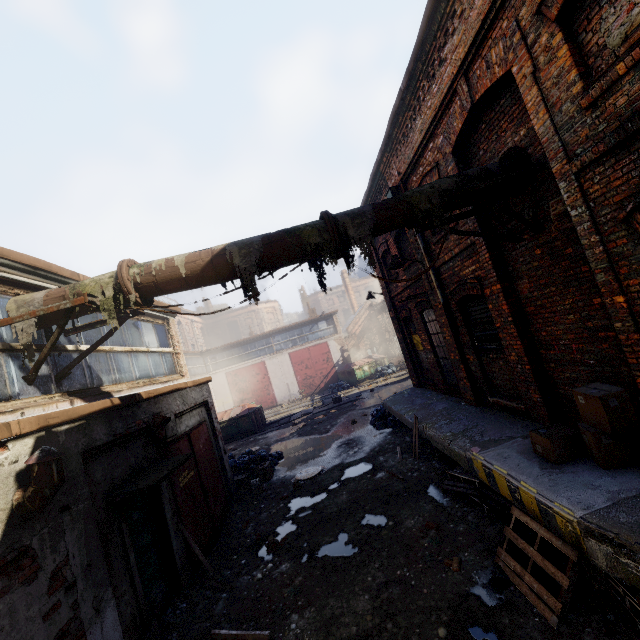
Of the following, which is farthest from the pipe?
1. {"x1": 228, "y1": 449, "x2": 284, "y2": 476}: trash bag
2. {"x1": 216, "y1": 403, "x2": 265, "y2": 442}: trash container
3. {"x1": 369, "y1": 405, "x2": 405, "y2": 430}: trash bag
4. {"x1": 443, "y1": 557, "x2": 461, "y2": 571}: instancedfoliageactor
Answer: {"x1": 216, "y1": 403, "x2": 265, "y2": 442}: trash container

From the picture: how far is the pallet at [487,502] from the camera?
3.6m

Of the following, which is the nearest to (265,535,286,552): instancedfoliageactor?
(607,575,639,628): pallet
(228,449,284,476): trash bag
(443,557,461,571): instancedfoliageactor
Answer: (443,557,461,571): instancedfoliageactor

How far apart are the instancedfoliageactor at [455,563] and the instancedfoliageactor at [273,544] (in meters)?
3.45

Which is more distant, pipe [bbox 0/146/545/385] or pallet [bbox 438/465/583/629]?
pipe [bbox 0/146/545/385]

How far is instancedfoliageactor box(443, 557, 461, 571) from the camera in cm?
467

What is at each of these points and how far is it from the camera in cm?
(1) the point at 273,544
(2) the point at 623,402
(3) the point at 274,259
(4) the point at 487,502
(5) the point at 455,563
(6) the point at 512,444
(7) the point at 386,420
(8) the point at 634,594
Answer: (1) instancedfoliageactor, 660
(2) carton, 401
(3) pipe, 483
(4) pallet, 563
(5) instancedfoliageactor, 477
(6) building, 576
(7) trash bag, 1282
(8) pallet, 311

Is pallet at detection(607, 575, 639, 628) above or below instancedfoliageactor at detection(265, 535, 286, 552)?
above
